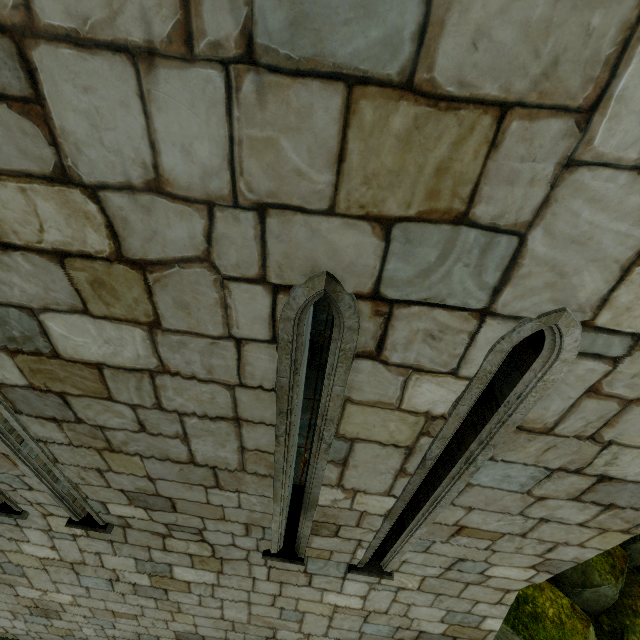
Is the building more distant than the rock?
No

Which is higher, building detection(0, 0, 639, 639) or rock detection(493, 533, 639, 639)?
building detection(0, 0, 639, 639)

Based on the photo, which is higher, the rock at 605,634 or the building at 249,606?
the building at 249,606

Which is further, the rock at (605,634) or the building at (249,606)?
the rock at (605,634)

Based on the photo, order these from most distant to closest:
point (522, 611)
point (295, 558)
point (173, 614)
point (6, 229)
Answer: point (522, 611) < point (173, 614) < point (295, 558) < point (6, 229)
